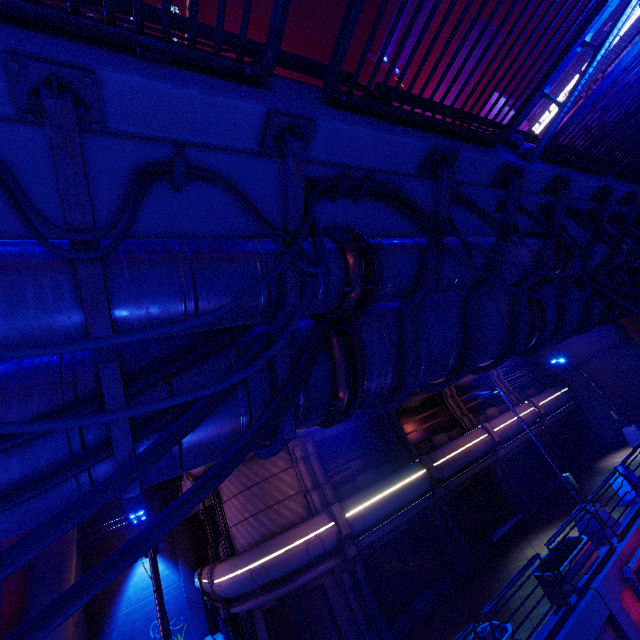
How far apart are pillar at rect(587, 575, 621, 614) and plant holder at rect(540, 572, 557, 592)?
0.0m

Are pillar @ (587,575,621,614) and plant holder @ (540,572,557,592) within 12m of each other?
yes

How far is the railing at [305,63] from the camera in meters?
3.7 m

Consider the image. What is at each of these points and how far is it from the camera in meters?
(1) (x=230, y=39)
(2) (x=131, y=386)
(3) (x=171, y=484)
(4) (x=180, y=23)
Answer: (1) railing, 3.5 m
(2) cable, 2.8 m
(3) column, 22.2 m
(4) railing, 3.2 m

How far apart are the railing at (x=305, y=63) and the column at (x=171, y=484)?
25.3m

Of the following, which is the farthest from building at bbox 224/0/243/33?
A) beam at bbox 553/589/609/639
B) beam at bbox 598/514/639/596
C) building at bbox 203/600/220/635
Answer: building at bbox 203/600/220/635

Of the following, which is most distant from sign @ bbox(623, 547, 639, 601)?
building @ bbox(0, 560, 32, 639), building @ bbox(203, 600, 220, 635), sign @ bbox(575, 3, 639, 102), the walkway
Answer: sign @ bbox(575, 3, 639, 102)

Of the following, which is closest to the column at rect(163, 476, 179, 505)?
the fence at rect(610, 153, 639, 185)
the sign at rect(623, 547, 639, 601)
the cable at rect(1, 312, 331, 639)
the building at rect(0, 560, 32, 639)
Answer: the building at rect(0, 560, 32, 639)
